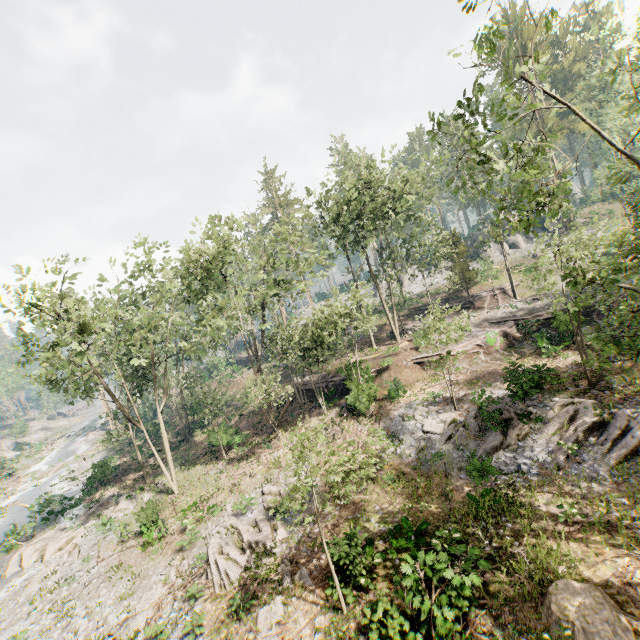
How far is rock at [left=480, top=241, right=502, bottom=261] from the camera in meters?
52.0

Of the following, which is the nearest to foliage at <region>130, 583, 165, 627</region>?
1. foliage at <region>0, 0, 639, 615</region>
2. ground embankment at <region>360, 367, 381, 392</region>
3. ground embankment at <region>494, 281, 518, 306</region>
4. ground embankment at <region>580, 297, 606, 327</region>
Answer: foliage at <region>0, 0, 639, 615</region>

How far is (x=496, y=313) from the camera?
32.50m

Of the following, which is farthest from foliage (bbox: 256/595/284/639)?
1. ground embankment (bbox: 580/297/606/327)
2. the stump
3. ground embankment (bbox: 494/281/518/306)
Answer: the stump

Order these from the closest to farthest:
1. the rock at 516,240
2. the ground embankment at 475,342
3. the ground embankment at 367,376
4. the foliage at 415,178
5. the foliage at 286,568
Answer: the foliage at 415,178, the foliage at 286,568, the ground embankment at 475,342, the ground embankment at 367,376, the rock at 516,240

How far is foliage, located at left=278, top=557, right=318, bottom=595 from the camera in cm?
1288

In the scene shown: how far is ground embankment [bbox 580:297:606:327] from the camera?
22.4 meters

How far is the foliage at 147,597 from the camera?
13.93m
